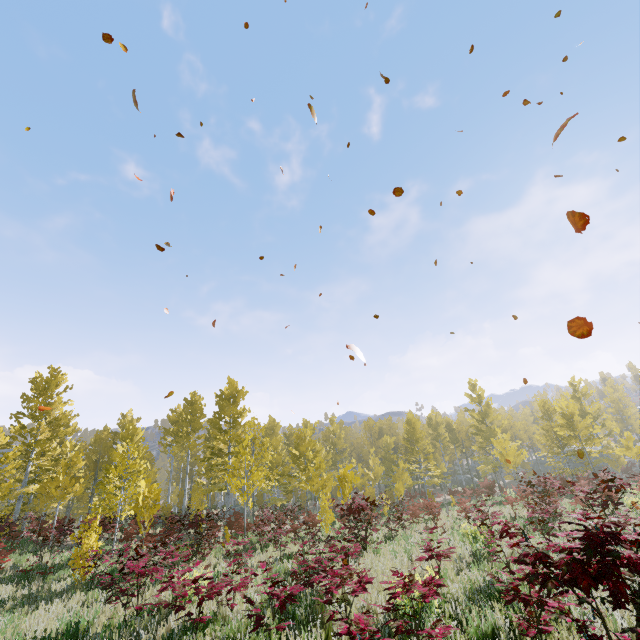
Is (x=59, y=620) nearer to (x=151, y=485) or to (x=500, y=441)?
(x=151, y=485)
